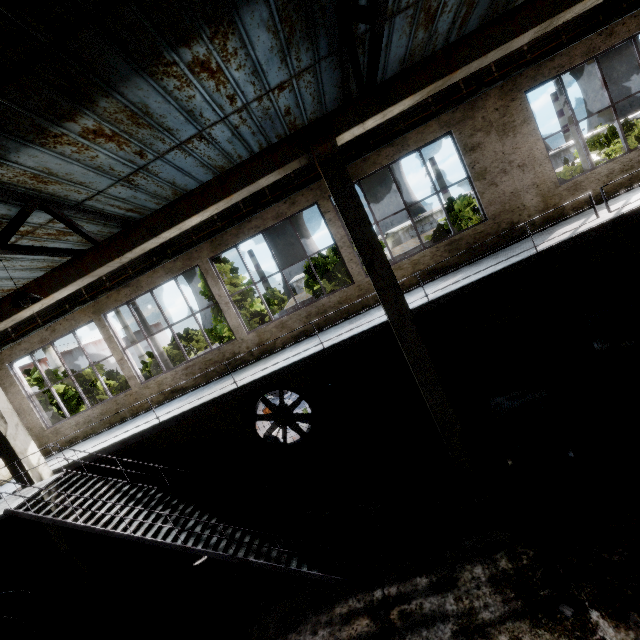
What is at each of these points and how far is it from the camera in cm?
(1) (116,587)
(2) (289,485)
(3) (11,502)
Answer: (1) column, 866
(2) concrete debris, 1036
(3) stairs, 705

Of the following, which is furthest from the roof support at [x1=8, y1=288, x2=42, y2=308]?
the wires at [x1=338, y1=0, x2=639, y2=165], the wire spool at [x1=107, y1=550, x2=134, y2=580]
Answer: the wire spool at [x1=107, y1=550, x2=134, y2=580]

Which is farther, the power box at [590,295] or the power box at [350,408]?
the power box at [350,408]

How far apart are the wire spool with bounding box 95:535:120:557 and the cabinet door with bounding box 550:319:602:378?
14.5m

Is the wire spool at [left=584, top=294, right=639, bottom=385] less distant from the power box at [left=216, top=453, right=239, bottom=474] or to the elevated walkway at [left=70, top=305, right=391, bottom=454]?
the elevated walkway at [left=70, top=305, right=391, bottom=454]

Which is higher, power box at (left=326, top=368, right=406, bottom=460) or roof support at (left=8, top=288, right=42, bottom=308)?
roof support at (left=8, top=288, right=42, bottom=308)

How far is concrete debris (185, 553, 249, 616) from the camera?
7.4m

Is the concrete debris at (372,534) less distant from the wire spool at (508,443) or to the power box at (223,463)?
the wire spool at (508,443)
